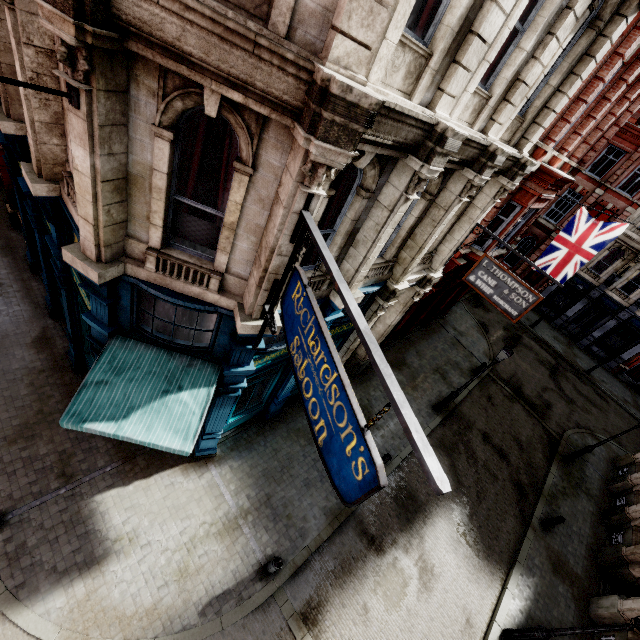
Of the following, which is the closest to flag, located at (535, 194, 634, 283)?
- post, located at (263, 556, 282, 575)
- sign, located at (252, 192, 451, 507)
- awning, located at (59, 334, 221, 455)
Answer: sign, located at (252, 192, 451, 507)

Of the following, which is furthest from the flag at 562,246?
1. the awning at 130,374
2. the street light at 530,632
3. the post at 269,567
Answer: the post at 269,567

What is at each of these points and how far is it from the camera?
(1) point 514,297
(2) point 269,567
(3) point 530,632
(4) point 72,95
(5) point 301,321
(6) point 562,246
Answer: (1) sign, 9.64m
(2) post, 8.19m
(3) street light, 9.06m
(4) flag, 3.73m
(5) sign, 4.32m
(6) flag, 14.37m

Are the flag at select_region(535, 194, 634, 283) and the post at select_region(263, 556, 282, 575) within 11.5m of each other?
no

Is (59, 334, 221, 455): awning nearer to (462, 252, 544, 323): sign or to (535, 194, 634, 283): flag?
(462, 252, 544, 323): sign

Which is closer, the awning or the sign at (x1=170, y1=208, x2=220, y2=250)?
the sign at (x1=170, y1=208, x2=220, y2=250)

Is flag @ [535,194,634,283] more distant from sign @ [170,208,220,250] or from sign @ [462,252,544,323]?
sign @ [170,208,220,250]

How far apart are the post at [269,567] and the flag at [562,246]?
15.4 meters
